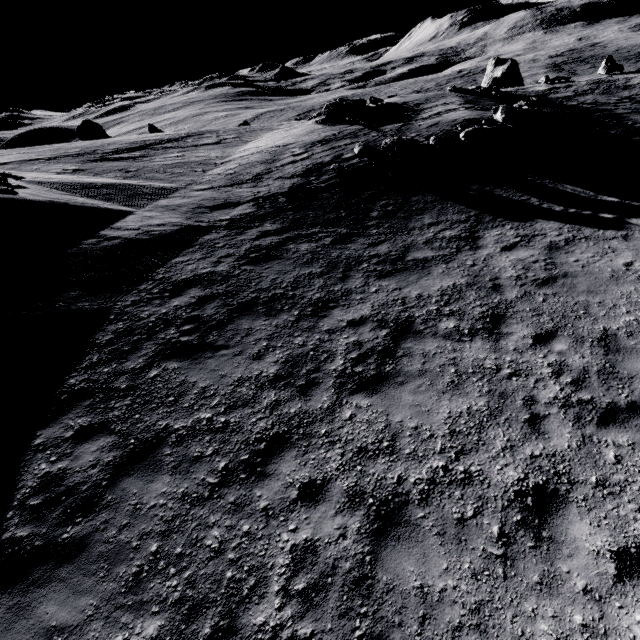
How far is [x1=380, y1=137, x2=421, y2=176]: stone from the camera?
14.44m

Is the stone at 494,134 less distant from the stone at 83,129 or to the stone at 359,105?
the stone at 359,105

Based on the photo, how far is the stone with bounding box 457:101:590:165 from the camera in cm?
1405

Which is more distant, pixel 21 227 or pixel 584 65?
pixel 584 65

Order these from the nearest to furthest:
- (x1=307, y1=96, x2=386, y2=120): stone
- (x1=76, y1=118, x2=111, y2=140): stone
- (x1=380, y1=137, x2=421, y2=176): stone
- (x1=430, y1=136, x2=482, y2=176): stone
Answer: (x1=430, y1=136, x2=482, y2=176): stone
(x1=380, y1=137, x2=421, y2=176): stone
(x1=307, y1=96, x2=386, y2=120): stone
(x1=76, y1=118, x2=111, y2=140): stone

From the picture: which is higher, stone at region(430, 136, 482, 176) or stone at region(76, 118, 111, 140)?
stone at region(76, 118, 111, 140)

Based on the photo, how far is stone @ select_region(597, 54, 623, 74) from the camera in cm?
2675

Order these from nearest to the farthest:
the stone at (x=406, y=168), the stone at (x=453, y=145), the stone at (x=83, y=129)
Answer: the stone at (x=453, y=145) → the stone at (x=406, y=168) → the stone at (x=83, y=129)
